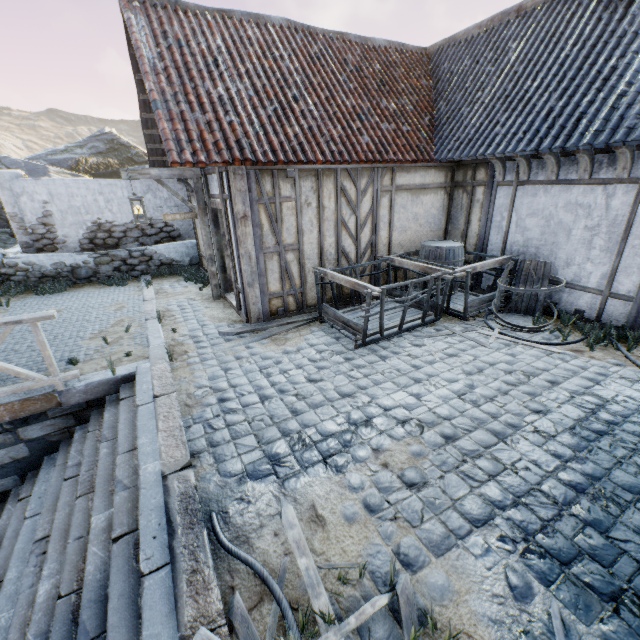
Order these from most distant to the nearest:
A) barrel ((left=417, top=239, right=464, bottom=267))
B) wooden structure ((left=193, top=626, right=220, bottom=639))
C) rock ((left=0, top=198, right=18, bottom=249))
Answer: rock ((left=0, top=198, right=18, bottom=249)) < barrel ((left=417, top=239, right=464, bottom=267)) < wooden structure ((left=193, top=626, right=220, bottom=639))

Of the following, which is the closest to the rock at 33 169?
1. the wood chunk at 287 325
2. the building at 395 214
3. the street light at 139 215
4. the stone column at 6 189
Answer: the building at 395 214

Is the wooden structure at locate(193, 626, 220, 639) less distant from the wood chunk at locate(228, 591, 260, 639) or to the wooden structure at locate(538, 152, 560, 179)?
the wood chunk at locate(228, 591, 260, 639)

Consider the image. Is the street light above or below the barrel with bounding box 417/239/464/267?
above

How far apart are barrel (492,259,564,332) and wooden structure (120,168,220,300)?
6.1 meters

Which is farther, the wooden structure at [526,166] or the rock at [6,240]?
the rock at [6,240]

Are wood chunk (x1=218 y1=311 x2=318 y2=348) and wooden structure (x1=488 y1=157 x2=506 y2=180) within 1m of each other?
no

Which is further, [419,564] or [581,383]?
[581,383]
